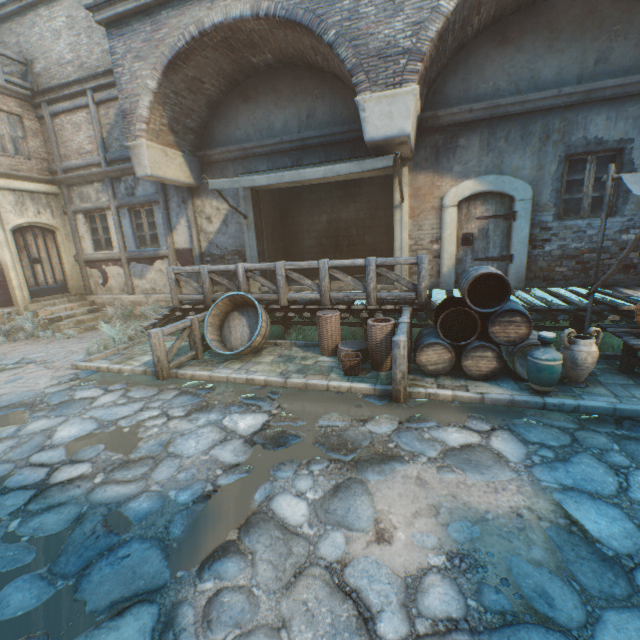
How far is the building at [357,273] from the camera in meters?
10.1 m

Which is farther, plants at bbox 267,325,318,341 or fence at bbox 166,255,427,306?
plants at bbox 267,325,318,341

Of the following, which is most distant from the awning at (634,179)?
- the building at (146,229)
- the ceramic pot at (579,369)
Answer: the building at (146,229)

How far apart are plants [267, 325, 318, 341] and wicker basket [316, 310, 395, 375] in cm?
48

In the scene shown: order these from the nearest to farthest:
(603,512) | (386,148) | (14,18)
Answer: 1. (603,512)
2. (386,148)
3. (14,18)

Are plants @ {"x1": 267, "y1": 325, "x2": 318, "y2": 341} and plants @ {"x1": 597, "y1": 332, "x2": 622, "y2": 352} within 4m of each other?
no

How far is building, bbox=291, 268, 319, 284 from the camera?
10.7m

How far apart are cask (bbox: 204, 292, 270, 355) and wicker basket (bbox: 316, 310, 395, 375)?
1.1m
